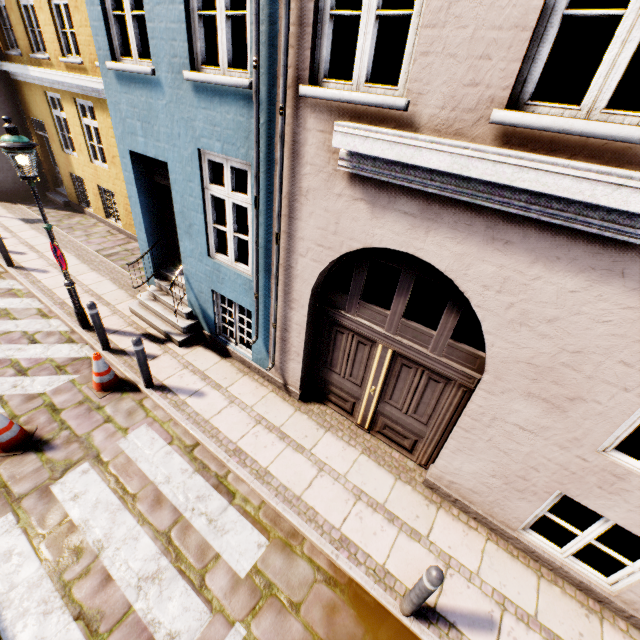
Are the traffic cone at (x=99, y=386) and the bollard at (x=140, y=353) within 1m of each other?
yes

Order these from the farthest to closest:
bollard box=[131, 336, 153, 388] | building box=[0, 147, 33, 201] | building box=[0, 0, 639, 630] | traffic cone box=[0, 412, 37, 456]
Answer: building box=[0, 147, 33, 201], bollard box=[131, 336, 153, 388], traffic cone box=[0, 412, 37, 456], building box=[0, 0, 639, 630]

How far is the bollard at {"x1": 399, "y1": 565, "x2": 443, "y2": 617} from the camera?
3.0m

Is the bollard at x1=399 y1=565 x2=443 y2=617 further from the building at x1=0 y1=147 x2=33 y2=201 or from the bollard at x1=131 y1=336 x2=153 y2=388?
the bollard at x1=131 y1=336 x2=153 y2=388

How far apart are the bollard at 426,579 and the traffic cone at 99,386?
5.5 meters

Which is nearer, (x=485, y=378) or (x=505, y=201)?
(x=505, y=201)

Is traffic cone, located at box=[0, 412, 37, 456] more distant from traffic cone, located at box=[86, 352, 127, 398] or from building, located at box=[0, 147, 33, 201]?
building, located at box=[0, 147, 33, 201]
